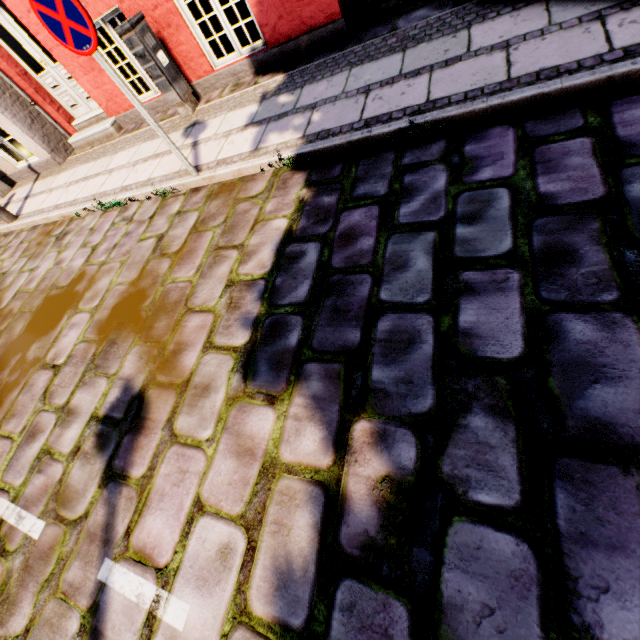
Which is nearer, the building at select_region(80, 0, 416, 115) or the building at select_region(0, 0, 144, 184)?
the building at select_region(80, 0, 416, 115)

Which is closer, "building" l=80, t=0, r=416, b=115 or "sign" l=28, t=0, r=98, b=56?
"sign" l=28, t=0, r=98, b=56

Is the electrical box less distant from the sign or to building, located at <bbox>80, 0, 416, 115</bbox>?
building, located at <bbox>80, 0, 416, 115</bbox>

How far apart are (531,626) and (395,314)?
1.6 meters

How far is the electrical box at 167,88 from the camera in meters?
4.5 m

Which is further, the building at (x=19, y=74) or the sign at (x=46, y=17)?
the building at (x=19, y=74)
